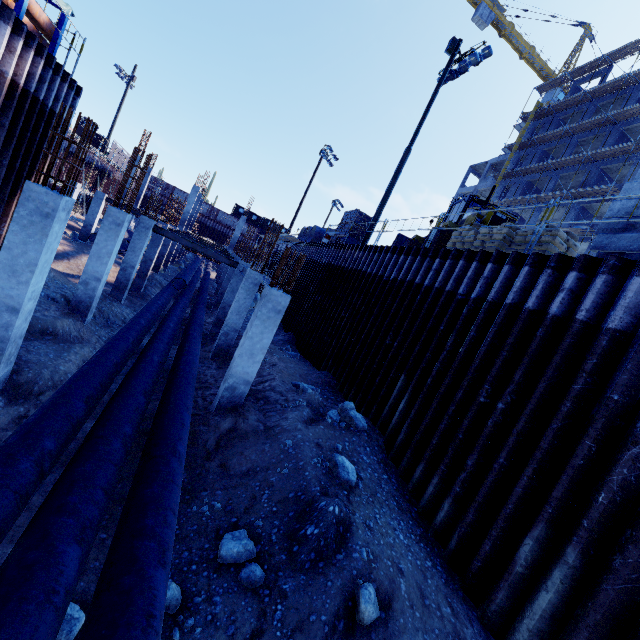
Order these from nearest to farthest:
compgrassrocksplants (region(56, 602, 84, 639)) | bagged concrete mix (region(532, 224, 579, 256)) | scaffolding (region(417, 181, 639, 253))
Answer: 1. compgrassrocksplants (region(56, 602, 84, 639))
2. scaffolding (region(417, 181, 639, 253))
3. bagged concrete mix (region(532, 224, 579, 256))

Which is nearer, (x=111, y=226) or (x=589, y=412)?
(x=589, y=412)

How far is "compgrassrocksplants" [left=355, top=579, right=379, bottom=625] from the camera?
4.40m

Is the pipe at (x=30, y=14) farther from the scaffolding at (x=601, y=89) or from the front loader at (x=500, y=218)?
the scaffolding at (x=601, y=89)

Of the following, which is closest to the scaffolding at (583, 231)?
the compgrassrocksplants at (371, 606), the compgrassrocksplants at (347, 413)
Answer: the compgrassrocksplants at (347, 413)

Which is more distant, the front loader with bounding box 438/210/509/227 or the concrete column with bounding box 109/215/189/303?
the concrete column with bounding box 109/215/189/303

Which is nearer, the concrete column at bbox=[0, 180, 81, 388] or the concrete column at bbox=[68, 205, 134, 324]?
the concrete column at bbox=[0, 180, 81, 388]

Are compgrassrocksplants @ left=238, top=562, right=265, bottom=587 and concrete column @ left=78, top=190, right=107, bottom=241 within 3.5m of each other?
no
